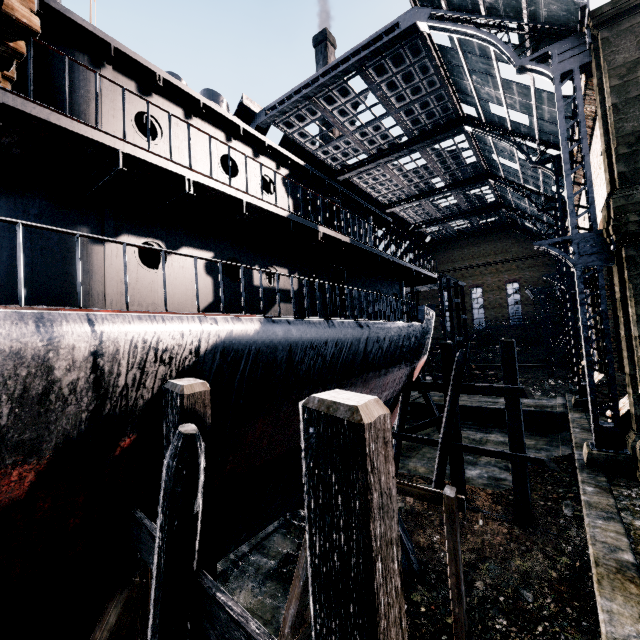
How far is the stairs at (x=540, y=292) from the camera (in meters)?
35.62

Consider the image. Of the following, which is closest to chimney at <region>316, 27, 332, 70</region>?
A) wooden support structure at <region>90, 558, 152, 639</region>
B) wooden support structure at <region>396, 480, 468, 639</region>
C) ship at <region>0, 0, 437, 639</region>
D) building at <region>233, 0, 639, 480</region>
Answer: ship at <region>0, 0, 437, 639</region>

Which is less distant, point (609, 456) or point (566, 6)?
point (609, 456)

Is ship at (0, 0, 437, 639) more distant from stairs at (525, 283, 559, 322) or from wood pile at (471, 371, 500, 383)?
stairs at (525, 283, 559, 322)

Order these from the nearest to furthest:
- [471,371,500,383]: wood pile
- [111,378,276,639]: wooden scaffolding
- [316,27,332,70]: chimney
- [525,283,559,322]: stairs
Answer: [111,378,276,639]: wooden scaffolding, [525,283,559,322]: stairs, [471,371,500,383]: wood pile, [316,27,332,70]: chimney

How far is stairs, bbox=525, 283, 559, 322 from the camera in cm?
3562

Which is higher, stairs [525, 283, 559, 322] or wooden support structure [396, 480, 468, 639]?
stairs [525, 283, 559, 322]

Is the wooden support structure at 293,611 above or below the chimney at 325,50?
below
